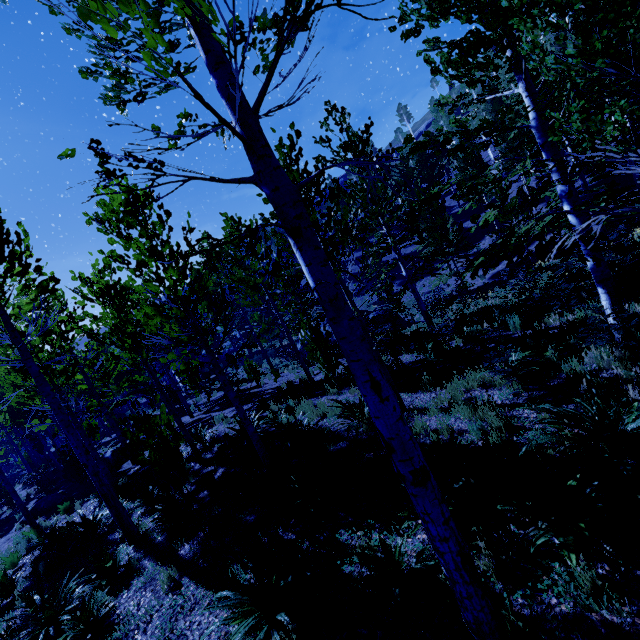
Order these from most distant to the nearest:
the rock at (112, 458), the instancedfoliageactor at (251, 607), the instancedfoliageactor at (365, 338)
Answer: the rock at (112, 458)
the instancedfoliageactor at (251, 607)
the instancedfoliageactor at (365, 338)

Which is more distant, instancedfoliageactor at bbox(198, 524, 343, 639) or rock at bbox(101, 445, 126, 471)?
rock at bbox(101, 445, 126, 471)

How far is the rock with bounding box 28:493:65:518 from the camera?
14.7m

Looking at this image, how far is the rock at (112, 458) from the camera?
15.9m

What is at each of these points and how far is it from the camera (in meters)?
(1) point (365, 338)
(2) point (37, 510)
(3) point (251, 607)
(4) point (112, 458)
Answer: (1) instancedfoliageactor, 2.28
(2) rock, 14.79
(3) instancedfoliageactor, 4.07
(4) rock, 16.34

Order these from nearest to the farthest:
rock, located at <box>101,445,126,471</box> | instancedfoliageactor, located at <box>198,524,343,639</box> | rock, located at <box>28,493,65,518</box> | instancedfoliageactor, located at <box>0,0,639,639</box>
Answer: instancedfoliageactor, located at <box>0,0,639,639</box>
instancedfoliageactor, located at <box>198,524,343,639</box>
rock, located at <box>28,493,65,518</box>
rock, located at <box>101,445,126,471</box>

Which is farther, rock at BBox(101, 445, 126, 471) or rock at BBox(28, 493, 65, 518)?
rock at BBox(101, 445, 126, 471)

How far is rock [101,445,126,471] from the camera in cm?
1594
